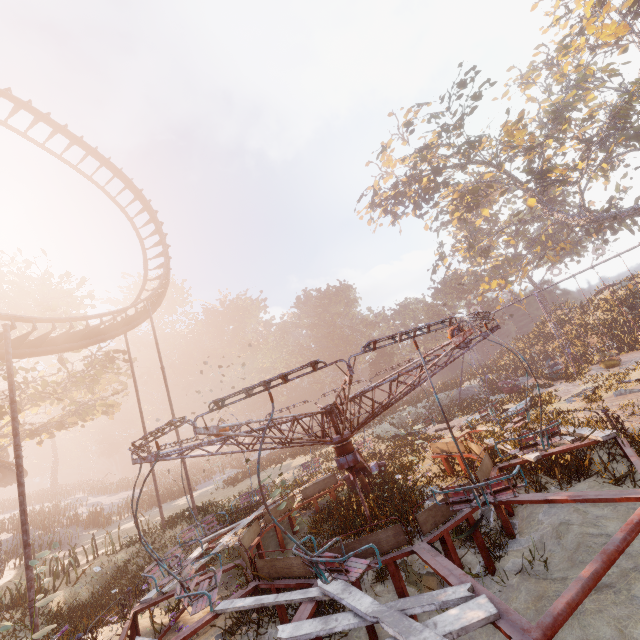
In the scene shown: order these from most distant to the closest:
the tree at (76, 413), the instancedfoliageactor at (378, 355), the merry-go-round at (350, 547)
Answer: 1. the instancedfoliageactor at (378, 355)
2. the tree at (76, 413)
3. the merry-go-round at (350, 547)

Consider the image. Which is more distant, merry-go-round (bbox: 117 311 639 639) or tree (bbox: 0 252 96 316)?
tree (bbox: 0 252 96 316)

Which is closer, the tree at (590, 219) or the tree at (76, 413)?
the tree at (76, 413)

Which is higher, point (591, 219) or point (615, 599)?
point (591, 219)

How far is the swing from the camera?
19.3m

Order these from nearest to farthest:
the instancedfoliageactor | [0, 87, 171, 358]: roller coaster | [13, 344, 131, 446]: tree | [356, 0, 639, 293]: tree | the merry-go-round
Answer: the merry-go-round → [0, 87, 171, 358]: roller coaster → [13, 344, 131, 446]: tree → [356, 0, 639, 293]: tree → the instancedfoliageactor

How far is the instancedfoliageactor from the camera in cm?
5084

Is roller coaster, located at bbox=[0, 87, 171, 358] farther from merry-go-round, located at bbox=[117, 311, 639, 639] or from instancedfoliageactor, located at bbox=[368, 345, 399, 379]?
instancedfoliageactor, located at bbox=[368, 345, 399, 379]
